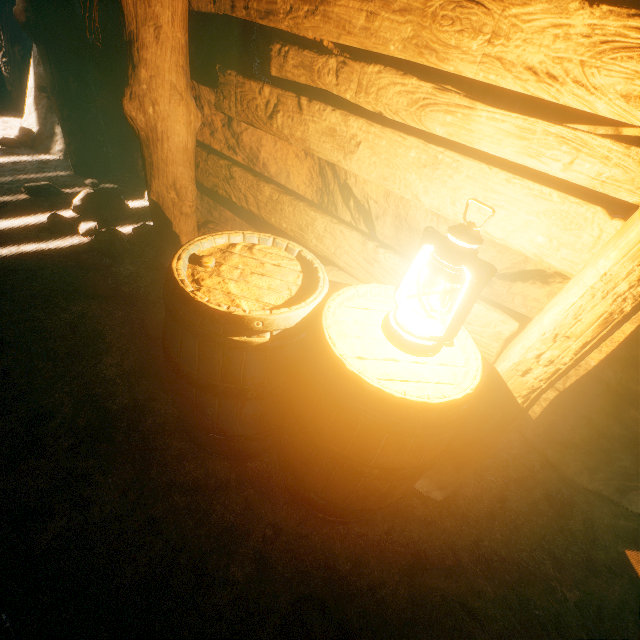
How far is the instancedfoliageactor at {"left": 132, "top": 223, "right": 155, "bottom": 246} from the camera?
2.9m

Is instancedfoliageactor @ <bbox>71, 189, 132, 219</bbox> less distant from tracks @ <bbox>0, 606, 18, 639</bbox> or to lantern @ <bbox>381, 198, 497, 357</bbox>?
tracks @ <bbox>0, 606, 18, 639</bbox>

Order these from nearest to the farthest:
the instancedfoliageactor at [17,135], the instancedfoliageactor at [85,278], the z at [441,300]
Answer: the z at [441,300] → the instancedfoliageactor at [85,278] → the instancedfoliageactor at [17,135]

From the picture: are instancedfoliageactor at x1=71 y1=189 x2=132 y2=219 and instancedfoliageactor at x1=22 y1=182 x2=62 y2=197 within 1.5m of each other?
yes

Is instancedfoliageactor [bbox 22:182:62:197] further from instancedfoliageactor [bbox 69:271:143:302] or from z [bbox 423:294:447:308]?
instancedfoliageactor [bbox 69:271:143:302]

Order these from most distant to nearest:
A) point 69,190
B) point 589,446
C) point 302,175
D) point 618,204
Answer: point 69,190
point 302,175
point 589,446
point 618,204

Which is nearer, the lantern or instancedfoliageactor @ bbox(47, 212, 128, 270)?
the lantern

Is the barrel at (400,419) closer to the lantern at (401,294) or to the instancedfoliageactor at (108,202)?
the lantern at (401,294)
